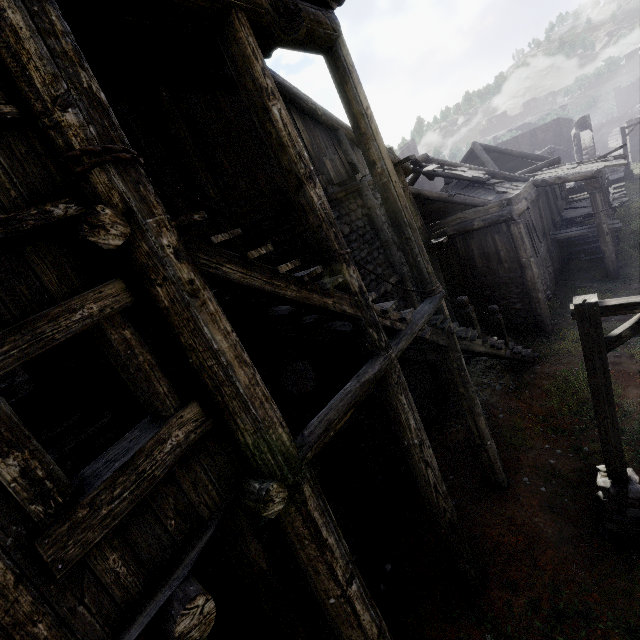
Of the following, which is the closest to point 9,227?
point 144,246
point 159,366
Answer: point 144,246

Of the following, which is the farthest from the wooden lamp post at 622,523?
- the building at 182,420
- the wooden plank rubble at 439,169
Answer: the wooden plank rubble at 439,169

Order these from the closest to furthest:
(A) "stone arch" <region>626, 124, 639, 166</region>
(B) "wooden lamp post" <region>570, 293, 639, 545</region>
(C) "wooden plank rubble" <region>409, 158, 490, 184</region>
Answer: (B) "wooden lamp post" <region>570, 293, 639, 545</region> < (C) "wooden plank rubble" <region>409, 158, 490, 184</region> < (A) "stone arch" <region>626, 124, 639, 166</region>

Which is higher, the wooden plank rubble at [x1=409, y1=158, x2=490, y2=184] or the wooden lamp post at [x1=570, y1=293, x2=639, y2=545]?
the wooden plank rubble at [x1=409, y1=158, x2=490, y2=184]

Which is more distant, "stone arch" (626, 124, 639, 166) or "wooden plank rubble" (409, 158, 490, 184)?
"stone arch" (626, 124, 639, 166)

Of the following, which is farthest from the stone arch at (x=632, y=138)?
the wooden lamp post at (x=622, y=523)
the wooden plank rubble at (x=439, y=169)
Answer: the wooden lamp post at (x=622, y=523)

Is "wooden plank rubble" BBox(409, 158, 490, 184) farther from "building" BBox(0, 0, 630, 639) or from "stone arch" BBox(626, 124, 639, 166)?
"stone arch" BBox(626, 124, 639, 166)

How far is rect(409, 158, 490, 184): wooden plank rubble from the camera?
13.1m
